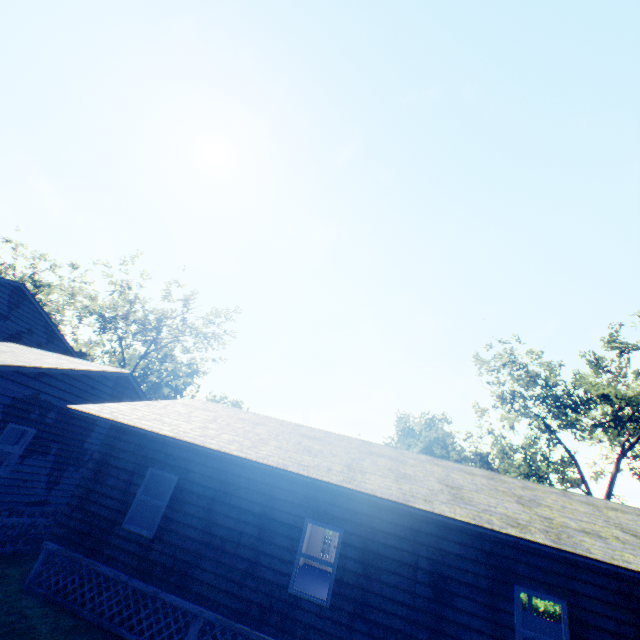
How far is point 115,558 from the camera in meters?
8.6

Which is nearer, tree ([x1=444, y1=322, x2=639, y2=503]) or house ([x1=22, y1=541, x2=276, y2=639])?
house ([x1=22, y1=541, x2=276, y2=639])

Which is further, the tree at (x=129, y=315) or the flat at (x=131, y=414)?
the tree at (x=129, y=315)

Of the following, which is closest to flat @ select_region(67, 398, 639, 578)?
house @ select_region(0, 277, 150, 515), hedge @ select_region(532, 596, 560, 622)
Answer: house @ select_region(0, 277, 150, 515)

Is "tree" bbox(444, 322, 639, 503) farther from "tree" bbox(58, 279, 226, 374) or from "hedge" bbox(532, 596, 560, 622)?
"tree" bbox(58, 279, 226, 374)

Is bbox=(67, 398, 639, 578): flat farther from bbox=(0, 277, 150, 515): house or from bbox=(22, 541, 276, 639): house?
bbox=(22, 541, 276, 639): house

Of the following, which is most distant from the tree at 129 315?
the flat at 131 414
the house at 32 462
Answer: the flat at 131 414

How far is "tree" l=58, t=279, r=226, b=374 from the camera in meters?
35.4
